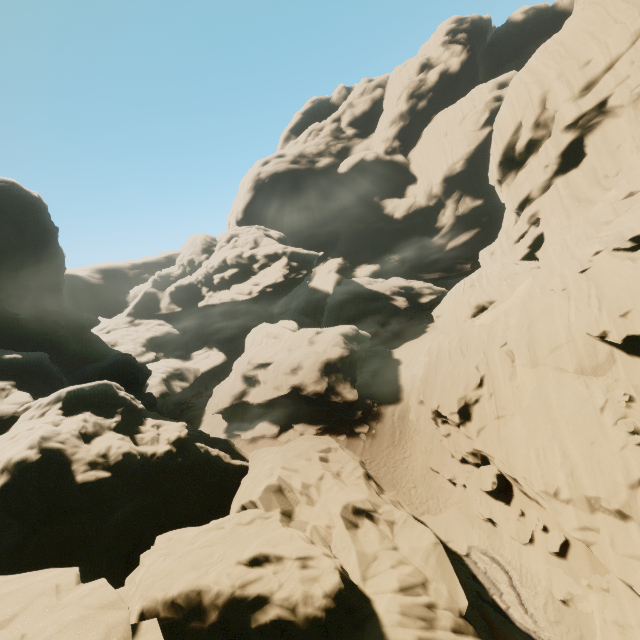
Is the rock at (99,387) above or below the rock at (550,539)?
above

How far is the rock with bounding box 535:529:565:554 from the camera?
13.2m

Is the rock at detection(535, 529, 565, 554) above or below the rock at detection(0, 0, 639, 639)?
below

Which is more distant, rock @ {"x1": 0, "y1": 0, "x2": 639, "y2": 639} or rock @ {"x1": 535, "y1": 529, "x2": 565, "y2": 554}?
rock @ {"x1": 535, "y1": 529, "x2": 565, "y2": 554}

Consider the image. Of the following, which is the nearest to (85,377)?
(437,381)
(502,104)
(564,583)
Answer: (437,381)

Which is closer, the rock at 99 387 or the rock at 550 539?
the rock at 99 387
